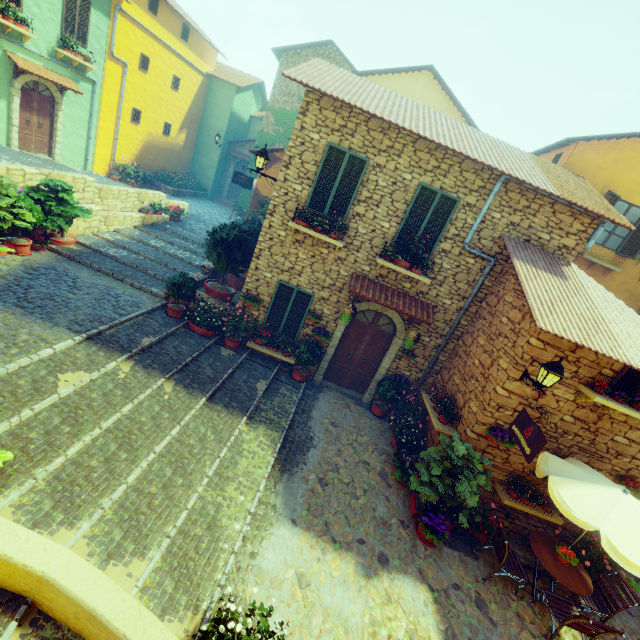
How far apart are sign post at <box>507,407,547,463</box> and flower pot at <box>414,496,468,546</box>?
2.2 meters

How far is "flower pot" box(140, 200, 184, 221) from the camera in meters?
14.2

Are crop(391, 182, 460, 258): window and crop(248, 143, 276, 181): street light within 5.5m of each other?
yes

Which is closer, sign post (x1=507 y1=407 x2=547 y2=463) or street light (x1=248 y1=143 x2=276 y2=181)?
sign post (x1=507 y1=407 x2=547 y2=463)

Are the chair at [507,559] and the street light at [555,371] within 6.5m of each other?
yes

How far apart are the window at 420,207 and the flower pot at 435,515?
6.0 meters

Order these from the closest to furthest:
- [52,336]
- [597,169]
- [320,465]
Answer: [52,336], [320,465], [597,169]

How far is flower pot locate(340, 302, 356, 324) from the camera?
8.60m
